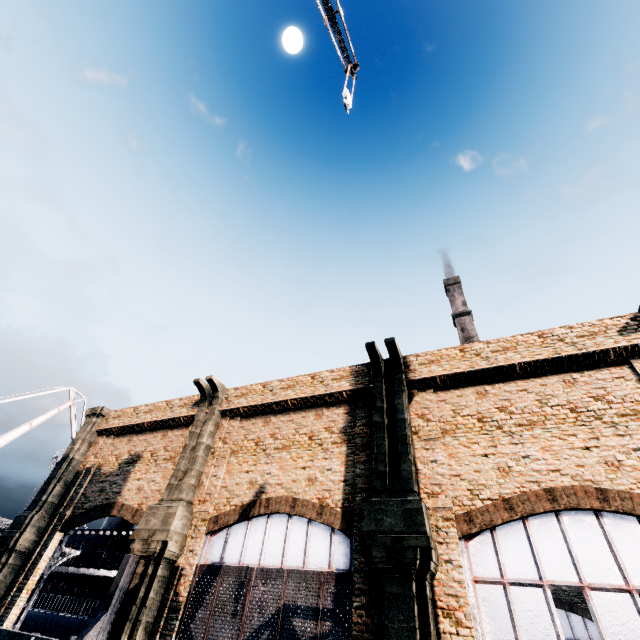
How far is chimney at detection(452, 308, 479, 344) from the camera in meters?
54.9

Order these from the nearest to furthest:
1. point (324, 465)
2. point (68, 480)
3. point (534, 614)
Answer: point (534, 614), point (324, 465), point (68, 480)

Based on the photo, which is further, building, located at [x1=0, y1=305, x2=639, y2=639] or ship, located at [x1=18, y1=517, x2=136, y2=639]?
ship, located at [x1=18, y1=517, x2=136, y2=639]

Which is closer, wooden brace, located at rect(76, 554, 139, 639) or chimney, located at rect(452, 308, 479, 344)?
wooden brace, located at rect(76, 554, 139, 639)

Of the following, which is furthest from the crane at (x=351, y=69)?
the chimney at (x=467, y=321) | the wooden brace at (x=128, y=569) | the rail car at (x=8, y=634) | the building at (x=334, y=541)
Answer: the chimney at (x=467, y=321)

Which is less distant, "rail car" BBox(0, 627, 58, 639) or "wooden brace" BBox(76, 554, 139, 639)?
"rail car" BBox(0, 627, 58, 639)

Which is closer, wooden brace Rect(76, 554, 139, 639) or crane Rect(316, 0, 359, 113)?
crane Rect(316, 0, 359, 113)

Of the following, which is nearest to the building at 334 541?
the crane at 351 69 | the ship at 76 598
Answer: the crane at 351 69
